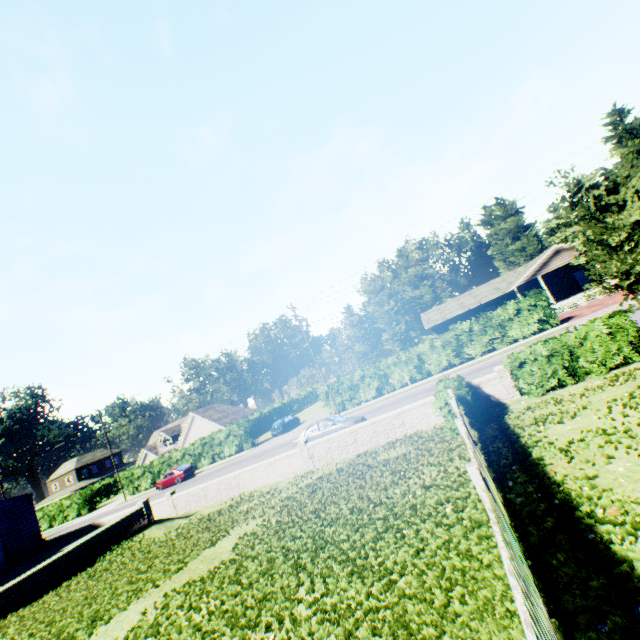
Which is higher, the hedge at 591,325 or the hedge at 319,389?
the hedge at 319,389

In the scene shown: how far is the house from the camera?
33.7m

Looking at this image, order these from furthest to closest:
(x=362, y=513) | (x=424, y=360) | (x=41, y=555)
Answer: (x=424, y=360) < (x=41, y=555) < (x=362, y=513)

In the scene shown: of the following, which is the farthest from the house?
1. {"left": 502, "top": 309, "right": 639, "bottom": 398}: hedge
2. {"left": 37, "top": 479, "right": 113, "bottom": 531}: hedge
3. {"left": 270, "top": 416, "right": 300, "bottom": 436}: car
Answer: {"left": 37, "top": 479, "right": 113, "bottom": 531}: hedge

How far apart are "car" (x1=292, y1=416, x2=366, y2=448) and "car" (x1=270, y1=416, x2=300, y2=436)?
16.7 meters

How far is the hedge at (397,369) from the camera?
26.6 meters

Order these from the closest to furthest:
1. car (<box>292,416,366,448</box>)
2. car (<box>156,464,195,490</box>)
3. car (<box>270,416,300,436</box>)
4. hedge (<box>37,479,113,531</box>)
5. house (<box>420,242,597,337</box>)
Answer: car (<box>292,416,366,448</box>) < house (<box>420,242,597,337</box>) < car (<box>156,464,195,490</box>) < car (<box>270,416,300,436</box>) < hedge (<box>37,479,113,531</box>)

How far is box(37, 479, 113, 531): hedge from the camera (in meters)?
47.06
